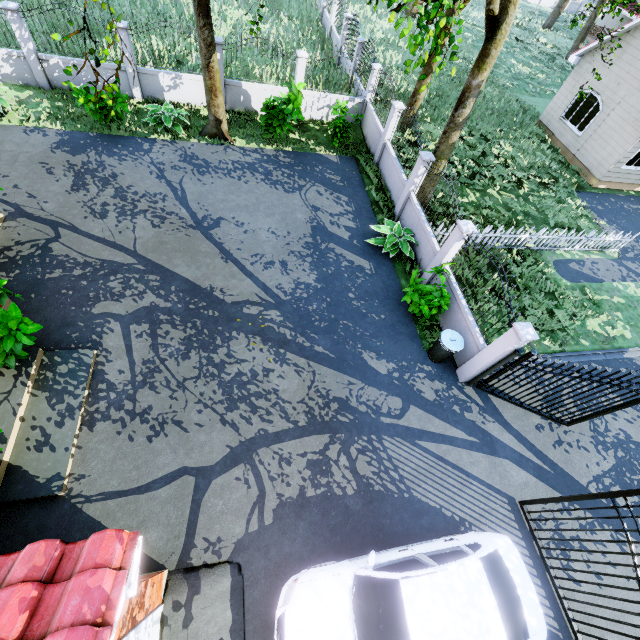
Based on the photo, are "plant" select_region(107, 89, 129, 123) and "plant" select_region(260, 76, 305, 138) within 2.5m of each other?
no

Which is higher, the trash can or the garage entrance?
the trash can

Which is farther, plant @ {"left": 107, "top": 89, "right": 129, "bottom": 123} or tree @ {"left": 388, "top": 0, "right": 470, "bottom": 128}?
plant @ {"left": 107, "top": 89, "right": 129, "bottom": 123}

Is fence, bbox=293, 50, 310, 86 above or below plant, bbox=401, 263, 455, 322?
above

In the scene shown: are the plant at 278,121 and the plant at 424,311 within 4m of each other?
no

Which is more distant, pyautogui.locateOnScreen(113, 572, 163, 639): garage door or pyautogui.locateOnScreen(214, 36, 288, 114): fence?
pyautogui.locateOnScreen(214, 36, 288, 114): fence

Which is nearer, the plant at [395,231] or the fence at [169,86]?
the plant at [395,231]

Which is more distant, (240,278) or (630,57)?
(630,57)
